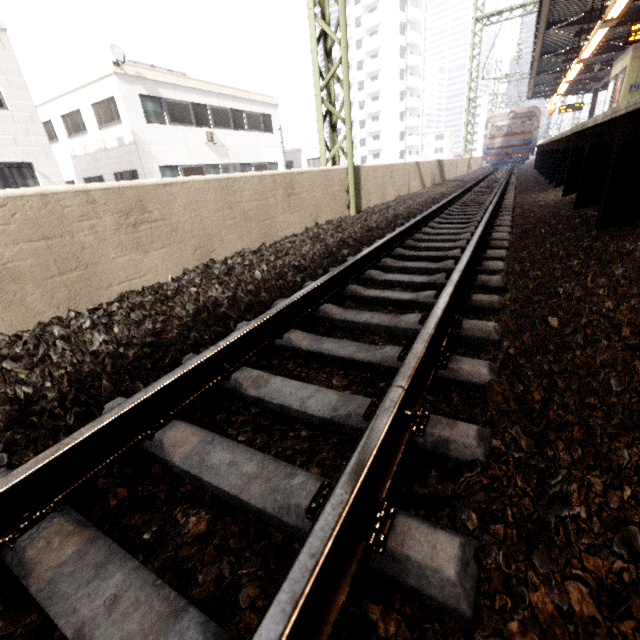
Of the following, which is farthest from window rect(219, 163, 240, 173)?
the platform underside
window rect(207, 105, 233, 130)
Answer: the platform underside

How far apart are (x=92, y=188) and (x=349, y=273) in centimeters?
234cm

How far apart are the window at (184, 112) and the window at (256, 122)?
4.1 meters

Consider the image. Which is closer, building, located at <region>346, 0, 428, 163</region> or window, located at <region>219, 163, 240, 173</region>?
window, located at <region>219, 163, 240, 173</region>

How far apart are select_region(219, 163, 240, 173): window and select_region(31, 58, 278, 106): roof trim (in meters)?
3.49

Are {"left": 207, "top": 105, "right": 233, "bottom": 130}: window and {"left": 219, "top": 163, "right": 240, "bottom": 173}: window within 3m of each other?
yes

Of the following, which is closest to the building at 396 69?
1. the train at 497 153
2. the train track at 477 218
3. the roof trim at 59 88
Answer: the train at 497 153

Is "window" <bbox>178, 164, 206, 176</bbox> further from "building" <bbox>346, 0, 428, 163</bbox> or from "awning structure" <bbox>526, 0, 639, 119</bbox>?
"building" <bbox>346, 0, 428, 163</bbox>
